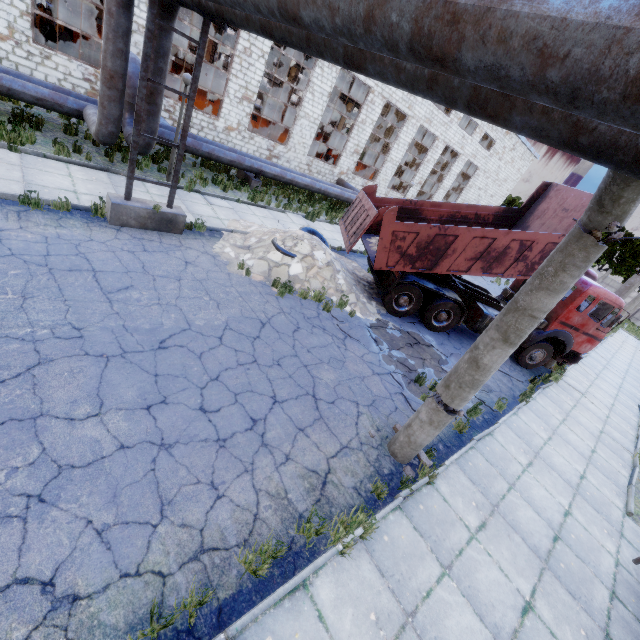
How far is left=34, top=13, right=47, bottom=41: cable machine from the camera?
18.70m

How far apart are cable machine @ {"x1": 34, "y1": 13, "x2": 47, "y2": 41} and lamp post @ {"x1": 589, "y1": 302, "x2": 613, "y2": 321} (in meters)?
32.05

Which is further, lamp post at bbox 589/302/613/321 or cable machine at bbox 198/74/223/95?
cable machine at bbox 198/74/223/95

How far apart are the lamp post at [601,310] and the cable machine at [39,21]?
32.1 meters

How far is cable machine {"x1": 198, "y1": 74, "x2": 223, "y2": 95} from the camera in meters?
26.9 m

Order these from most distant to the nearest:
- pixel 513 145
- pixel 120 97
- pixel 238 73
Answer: pixel 513 145, pixel 238 73, pixel 120 97

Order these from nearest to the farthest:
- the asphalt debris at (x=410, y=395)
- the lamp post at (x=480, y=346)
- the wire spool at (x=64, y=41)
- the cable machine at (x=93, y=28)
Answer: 1. the lamp post at (x=480, y=346)
2. the asphalt debris at (x=410, y=395)
3. the wire spool at (x=64, y=41)
4. the cable machine at (x=93, y=28)
